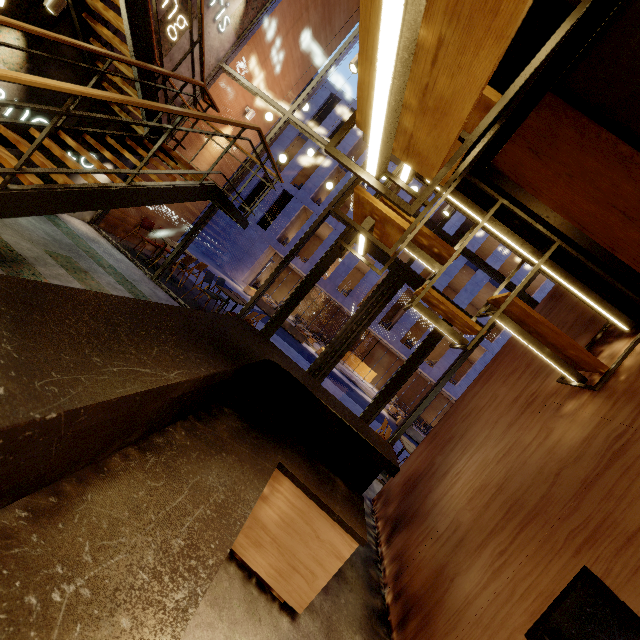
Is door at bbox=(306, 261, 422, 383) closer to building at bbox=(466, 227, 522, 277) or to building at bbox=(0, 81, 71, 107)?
building at bbox=(0, 81, 71, 107)

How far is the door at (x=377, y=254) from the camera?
6.51m

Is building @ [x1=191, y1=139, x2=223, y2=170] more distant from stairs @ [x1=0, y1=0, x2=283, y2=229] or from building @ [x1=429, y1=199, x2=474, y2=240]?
building @ [x1=429, y1=199, x2=474, y2=240]

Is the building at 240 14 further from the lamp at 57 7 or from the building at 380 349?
the building at 380 349

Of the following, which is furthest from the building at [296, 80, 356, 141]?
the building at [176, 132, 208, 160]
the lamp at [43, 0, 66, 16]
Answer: the lamp at [43, 0, 66, 16]

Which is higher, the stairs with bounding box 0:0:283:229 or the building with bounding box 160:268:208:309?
the stairs with bounding box 0:0:283:229

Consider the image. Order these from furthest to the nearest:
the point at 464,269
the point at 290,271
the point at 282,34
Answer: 1. the point at 290,271
2. the point at 464,269
3. the point at 282,34

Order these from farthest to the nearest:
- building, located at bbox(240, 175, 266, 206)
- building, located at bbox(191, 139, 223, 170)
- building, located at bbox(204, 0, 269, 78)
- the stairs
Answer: building, located at bbox(240, 175, 266, 206), building, located at bbox(191, 139, 223, 170), building, located at bbox(204, 0, 269, 78), the stairs
